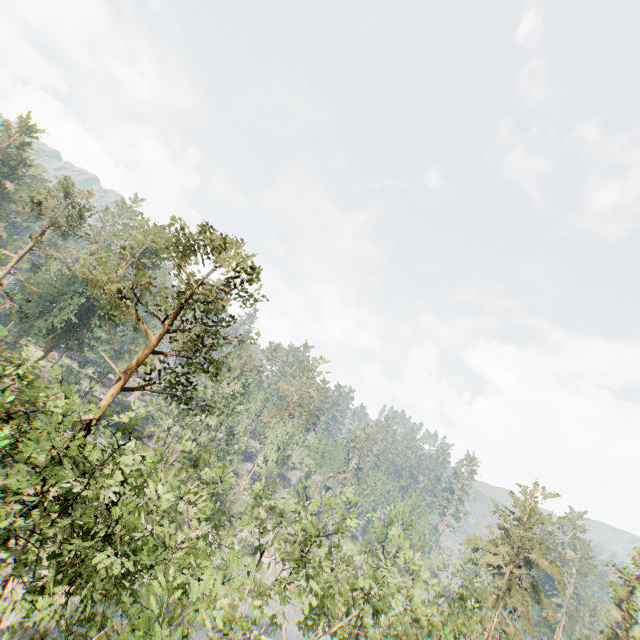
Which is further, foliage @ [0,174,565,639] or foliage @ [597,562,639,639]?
foliage @ [597,562,639,639]

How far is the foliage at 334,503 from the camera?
14.35m

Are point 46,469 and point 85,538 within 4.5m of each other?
yes

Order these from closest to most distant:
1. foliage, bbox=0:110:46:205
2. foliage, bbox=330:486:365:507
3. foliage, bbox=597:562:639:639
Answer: foliage, bbox=330:486:365:507
foliage, bbox=597:562:639:639
foliage, bbox=0:110:46:205

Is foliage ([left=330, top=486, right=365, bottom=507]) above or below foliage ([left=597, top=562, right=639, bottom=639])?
below

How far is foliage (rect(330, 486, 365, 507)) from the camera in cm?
1435

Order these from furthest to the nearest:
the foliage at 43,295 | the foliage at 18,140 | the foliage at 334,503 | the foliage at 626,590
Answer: the foliage at 18,140, the foliage at 626,590, the foliage at 334,503, the foliage at 43,295
